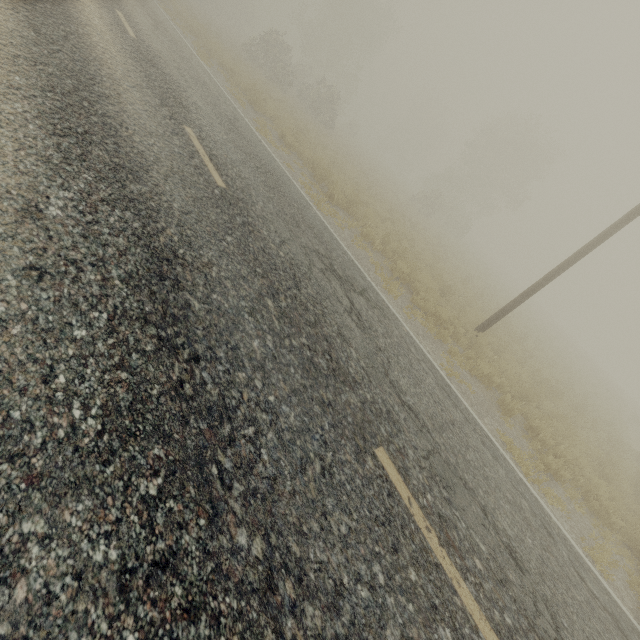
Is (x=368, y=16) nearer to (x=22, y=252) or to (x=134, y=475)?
(x=22, y=252)
